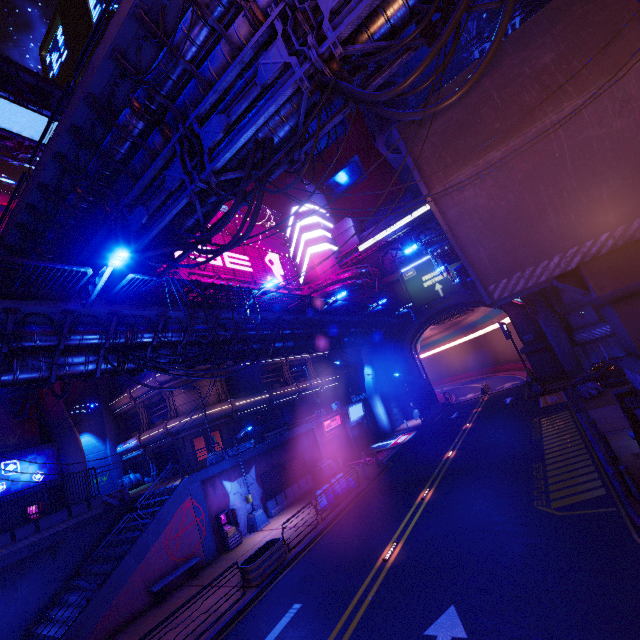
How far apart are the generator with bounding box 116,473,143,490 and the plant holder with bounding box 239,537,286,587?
22.2m

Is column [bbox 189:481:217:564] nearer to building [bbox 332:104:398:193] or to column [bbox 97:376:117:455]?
column [bbox 97:376:117:455]

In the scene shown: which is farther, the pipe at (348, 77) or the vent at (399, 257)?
the vent at (399, 257)

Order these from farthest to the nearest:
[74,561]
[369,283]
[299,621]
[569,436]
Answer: [369,283]
[74,561]
[569,436]
[299,621]

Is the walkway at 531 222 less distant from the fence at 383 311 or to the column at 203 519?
the fence at 383 311

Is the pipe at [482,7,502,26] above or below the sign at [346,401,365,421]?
above

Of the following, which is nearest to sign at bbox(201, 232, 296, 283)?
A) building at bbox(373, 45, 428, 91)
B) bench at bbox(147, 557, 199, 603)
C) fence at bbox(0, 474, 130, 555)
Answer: building at bbox(373, 45, 428, 91)

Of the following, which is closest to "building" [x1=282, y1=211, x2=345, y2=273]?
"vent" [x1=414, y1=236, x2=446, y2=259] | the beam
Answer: "vent" [x1=414, y1=236, x2=446, y2=259]
